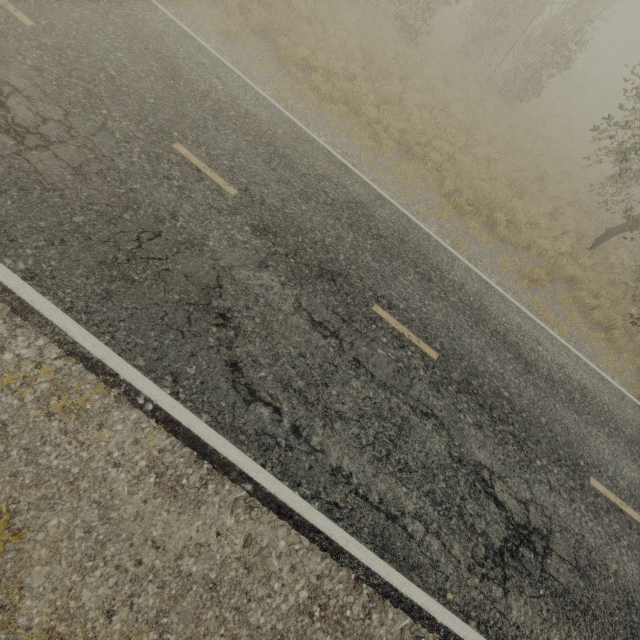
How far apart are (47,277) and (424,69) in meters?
16.6
